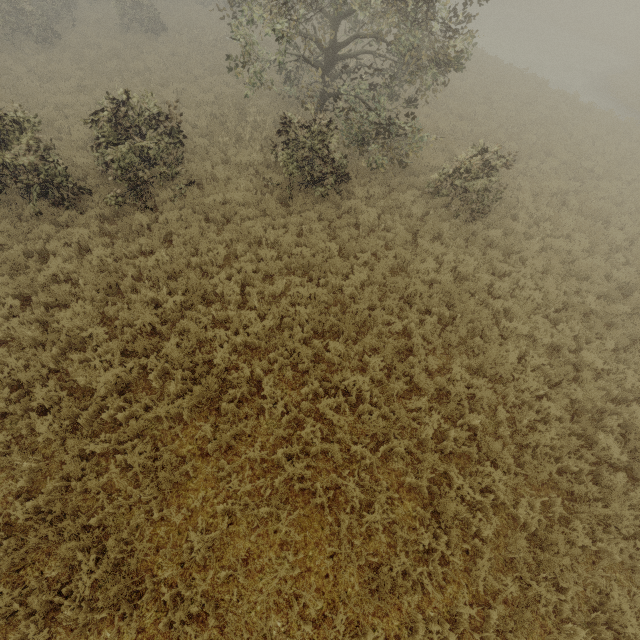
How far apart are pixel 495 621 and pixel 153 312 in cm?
883
